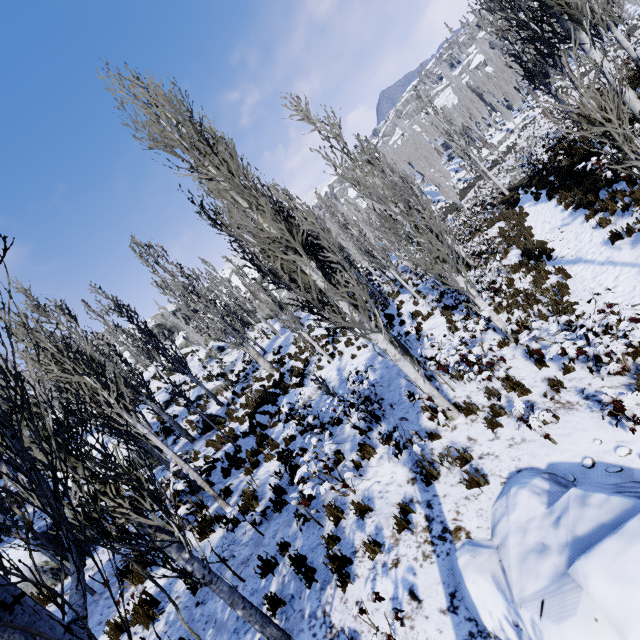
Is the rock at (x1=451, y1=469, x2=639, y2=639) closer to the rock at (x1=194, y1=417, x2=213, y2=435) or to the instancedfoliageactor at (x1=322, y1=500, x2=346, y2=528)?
the instancedfoliageactor at (x1=322, y1=500, x2=346, y2=528)

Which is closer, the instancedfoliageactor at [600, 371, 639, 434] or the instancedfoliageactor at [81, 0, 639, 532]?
the instancedfoliageactor at [600, 371, 639, 434]

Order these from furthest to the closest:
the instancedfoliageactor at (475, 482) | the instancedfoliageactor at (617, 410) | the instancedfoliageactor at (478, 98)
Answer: the instancedfoliageactor at (478, 98) → the instancedfoliageactor at (475, 482) → the instancedfoliageactor at (617, 410)

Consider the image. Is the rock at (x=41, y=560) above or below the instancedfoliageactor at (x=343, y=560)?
above

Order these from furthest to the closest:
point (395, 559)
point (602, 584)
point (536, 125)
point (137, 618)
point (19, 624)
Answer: point (536, 125) → point (137, 618) → point (395, 559) → point (602, 584) → point (19, 624)

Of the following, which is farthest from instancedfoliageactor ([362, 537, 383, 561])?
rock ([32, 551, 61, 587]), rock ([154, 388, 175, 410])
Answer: rock ([32, 551, 61, 587])
